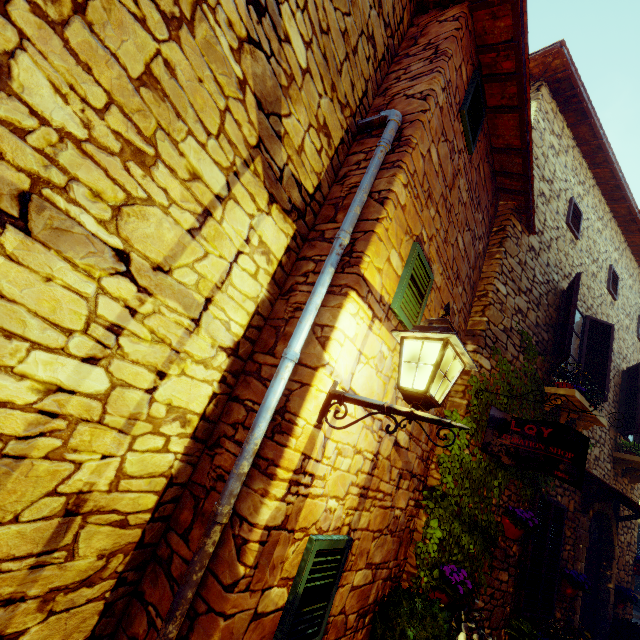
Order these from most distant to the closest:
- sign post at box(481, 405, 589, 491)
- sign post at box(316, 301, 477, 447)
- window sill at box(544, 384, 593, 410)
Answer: window sill at box(544, 384, 593, 410), sign post at box(481, 405, 589, 491), sign post at box(316, 301, 477, 447)

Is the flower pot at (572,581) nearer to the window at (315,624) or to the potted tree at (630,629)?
the potted tree at (630,629)

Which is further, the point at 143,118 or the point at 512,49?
the point at 512,49

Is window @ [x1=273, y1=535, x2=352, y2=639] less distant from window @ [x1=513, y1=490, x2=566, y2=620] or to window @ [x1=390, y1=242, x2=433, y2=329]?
window @ [x1=390, y1=242, x2=433, y2=329]

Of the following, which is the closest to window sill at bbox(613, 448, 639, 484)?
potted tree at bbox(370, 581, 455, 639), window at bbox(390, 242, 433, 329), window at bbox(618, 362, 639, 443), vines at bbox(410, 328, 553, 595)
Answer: window at bbox(618, 362, 639, 443)

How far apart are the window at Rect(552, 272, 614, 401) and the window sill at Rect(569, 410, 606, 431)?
0.05m

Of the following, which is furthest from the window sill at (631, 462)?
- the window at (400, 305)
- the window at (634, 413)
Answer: the window at (400, 305)

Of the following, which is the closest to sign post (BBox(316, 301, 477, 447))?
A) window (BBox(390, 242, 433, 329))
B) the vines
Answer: the vines
